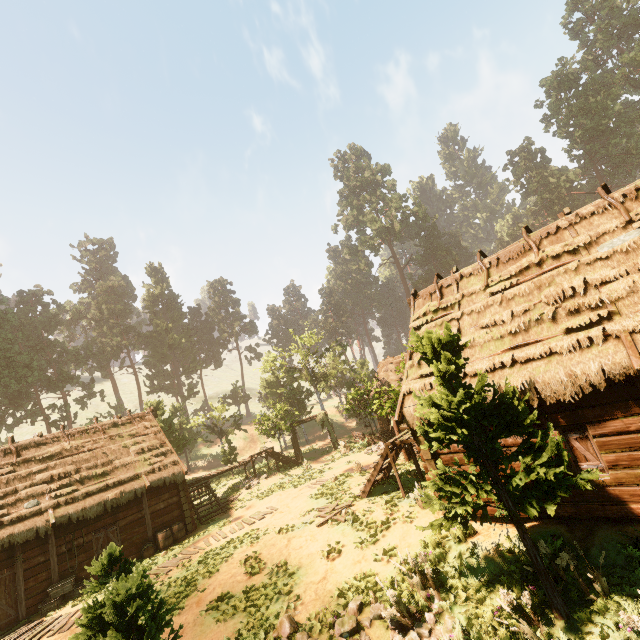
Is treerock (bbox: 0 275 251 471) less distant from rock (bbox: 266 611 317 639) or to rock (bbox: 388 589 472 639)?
rock (bbox: 388 589 472 639)

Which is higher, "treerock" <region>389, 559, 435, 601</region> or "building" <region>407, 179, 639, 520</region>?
"building" <region>407, 179, 639, 520</region>

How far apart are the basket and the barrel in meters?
1.9

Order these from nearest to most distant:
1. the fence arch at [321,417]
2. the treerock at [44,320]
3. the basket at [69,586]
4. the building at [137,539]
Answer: the basket at [69,586], the building at [137,539], the fence arch at [321,417], the treerock at [44,320]

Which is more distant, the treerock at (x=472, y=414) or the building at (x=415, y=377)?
the building at (x=415, y=377)

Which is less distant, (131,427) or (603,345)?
(603,345)

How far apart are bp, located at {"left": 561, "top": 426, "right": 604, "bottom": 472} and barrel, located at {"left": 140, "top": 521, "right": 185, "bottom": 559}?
18.5 meters

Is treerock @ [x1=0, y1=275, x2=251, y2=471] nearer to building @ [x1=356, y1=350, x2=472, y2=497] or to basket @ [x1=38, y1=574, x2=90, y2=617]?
building @ [x1=356, y1=350, x2=472, y2=497]
